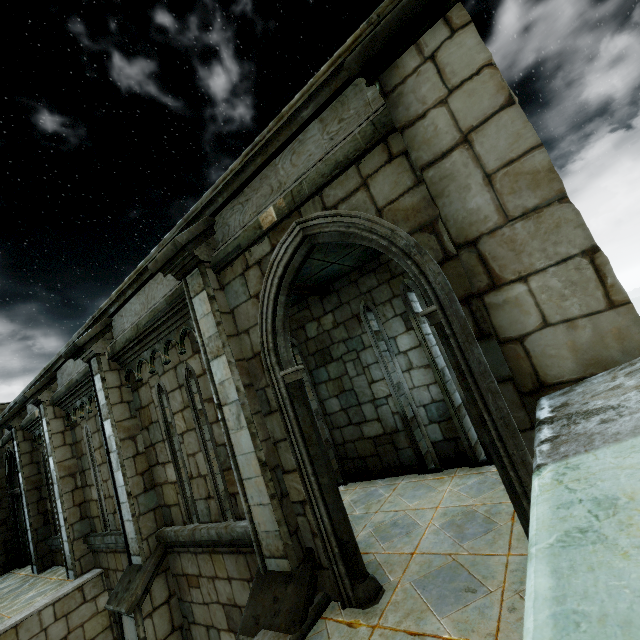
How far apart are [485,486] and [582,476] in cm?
463
